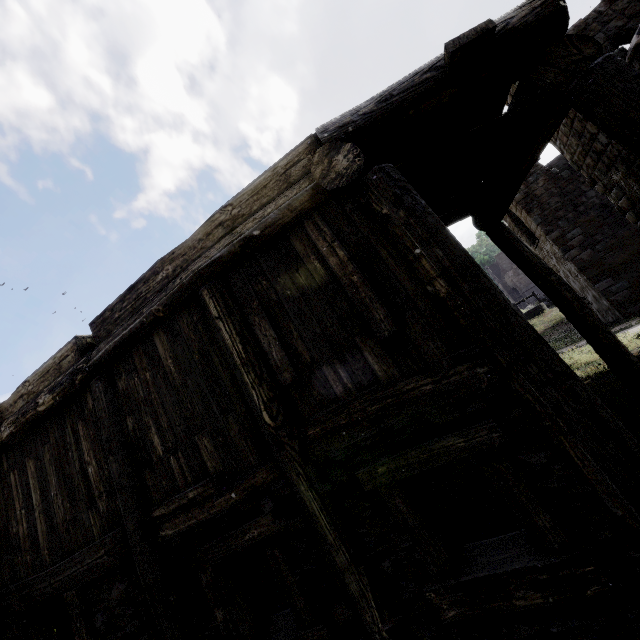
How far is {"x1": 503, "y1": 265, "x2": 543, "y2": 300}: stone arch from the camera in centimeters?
4488cm

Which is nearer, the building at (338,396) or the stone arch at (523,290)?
the building at (338,396)

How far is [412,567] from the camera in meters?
3.0

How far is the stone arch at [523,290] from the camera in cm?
4488

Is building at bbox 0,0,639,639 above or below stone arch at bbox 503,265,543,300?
below

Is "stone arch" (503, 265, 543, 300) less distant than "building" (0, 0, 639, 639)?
No
